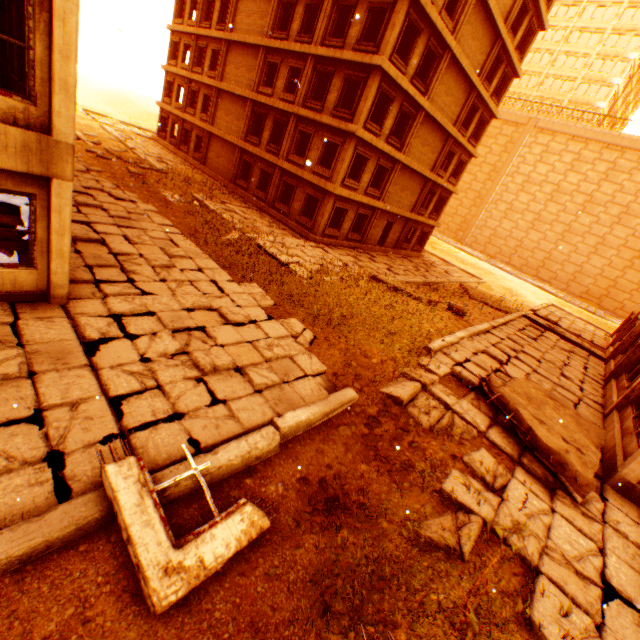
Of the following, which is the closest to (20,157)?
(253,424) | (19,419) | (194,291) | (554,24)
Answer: (19,419)

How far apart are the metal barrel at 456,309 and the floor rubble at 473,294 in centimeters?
654cm

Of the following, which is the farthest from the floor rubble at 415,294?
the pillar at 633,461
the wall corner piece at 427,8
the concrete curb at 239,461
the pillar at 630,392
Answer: the pillar at 633,461

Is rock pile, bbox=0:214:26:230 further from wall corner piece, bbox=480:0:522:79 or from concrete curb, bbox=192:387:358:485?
wall corner piece, bbox=480:0:522:79

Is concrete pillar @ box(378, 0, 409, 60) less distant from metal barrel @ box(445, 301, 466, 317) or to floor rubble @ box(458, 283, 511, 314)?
metal barrel @ box(445, 301, 466, 317)

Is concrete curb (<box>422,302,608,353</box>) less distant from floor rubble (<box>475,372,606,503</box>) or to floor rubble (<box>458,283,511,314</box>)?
floor rubble (<box>458,283,511,314</box>)

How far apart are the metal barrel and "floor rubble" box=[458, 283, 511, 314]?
6.5 meters

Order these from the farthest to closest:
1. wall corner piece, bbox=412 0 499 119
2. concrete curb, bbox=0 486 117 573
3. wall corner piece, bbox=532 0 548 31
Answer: wall corner piece, bbox=532 0 548 31
wall corner piece, bbox=412 0 499 119
concrete curb, bbox=0 486 117 573
